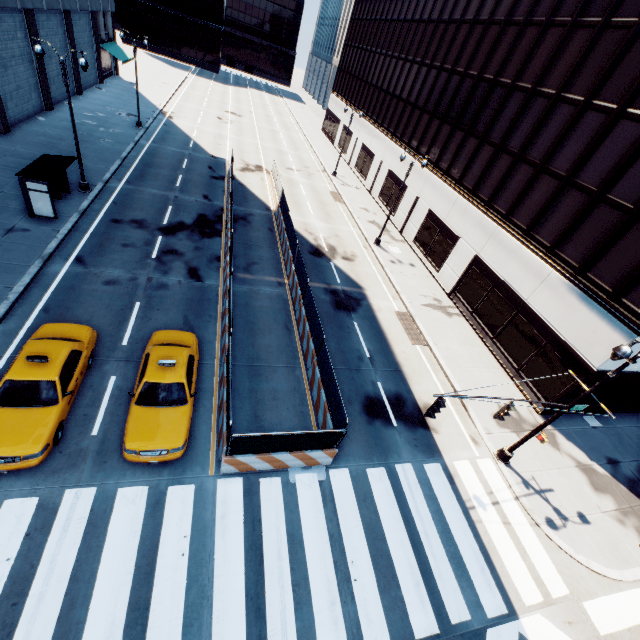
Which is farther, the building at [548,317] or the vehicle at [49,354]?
the building at [548,317]

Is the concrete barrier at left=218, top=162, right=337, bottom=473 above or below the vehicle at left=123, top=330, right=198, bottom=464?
below

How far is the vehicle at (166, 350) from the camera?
9.9 meters

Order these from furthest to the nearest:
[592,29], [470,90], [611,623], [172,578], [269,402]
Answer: [470,90] < [592,29] < [269,402] < [611,623] < [172,578]

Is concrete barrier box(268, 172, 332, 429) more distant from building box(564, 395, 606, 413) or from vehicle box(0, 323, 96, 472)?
building box(564, 395, 606, 413)

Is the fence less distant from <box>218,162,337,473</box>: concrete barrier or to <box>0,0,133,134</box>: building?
<box>218,162,337,473</box>: concrete barrier

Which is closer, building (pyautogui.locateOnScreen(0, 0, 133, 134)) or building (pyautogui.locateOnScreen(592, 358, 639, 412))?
building (pyautogui.locateOnScreen(592, 358, 639, 412))

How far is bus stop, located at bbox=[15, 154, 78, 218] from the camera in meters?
16.2 m
